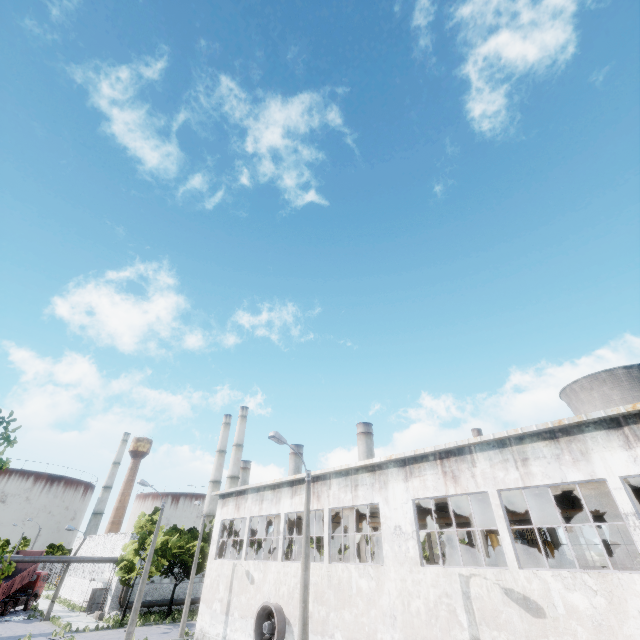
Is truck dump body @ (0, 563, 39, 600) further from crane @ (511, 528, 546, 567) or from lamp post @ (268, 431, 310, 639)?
crane @ (511, 528, 546, 567)

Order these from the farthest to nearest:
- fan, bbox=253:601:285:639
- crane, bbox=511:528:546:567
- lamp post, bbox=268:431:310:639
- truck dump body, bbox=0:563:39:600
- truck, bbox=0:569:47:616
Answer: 1. truck, bbox=0:569:47:616
2. truck dump body, bbox=0:563:39:600
3. crane, bbox=511:528:546:567
4. fan, bbox=253:601:285:639
5. lamp post, bbox=268:431:310:639

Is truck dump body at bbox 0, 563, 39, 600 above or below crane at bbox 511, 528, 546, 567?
below

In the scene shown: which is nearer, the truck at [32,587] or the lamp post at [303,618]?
the lamp post at [303,618]

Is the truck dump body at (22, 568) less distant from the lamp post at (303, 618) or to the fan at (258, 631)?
the fan at (258, 631)

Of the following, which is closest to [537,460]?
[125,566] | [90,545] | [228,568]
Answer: [228,568]

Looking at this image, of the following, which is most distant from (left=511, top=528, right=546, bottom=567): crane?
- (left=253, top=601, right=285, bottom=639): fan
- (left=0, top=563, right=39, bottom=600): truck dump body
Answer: (left=0, top=563, right=39, bottom=600): truck dump body

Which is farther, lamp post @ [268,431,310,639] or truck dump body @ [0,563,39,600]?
truck dump body @ [0,563,39,600]
